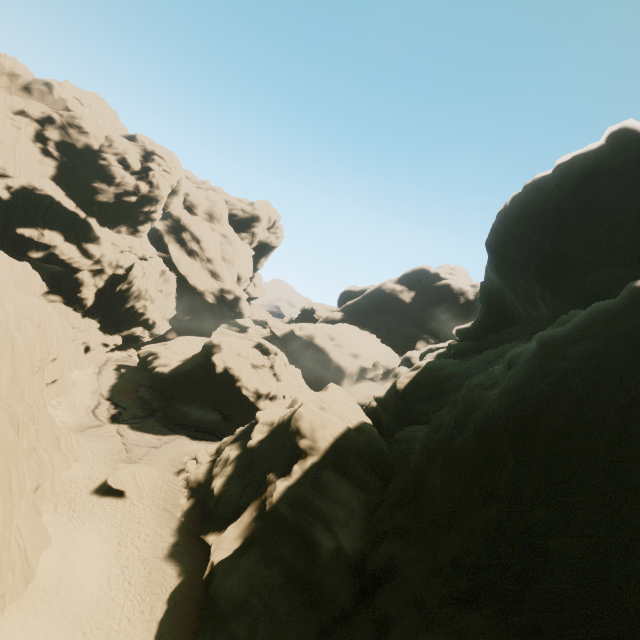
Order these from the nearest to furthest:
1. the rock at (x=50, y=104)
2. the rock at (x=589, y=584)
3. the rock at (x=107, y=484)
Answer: the rock at (x=589, y=584) < the rock at (x=50, y=104) < the rock at (x=107, y=484)

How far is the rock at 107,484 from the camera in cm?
2652

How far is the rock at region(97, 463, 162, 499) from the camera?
26.5 meters

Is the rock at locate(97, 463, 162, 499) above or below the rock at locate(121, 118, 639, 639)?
below

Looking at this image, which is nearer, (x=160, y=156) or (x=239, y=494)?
(x=239, y=494)

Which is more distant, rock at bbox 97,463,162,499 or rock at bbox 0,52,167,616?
rock at bbox 97,463,162,499

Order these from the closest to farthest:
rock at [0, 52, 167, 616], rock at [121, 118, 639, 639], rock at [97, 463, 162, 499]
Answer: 1. rock at [121, 118, 639, 639]
2. rock at [0, 52, 167, 616]
3. rock at [97, 463, 162, 499]
